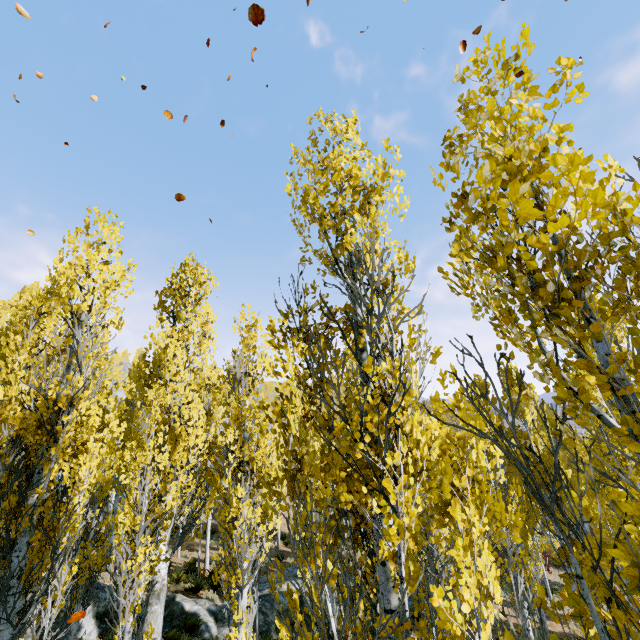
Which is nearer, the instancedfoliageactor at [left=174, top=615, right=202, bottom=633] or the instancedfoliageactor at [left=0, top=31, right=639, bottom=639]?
the instancedfoliageactor at [left=0, top=31, right=639, bottom=639]

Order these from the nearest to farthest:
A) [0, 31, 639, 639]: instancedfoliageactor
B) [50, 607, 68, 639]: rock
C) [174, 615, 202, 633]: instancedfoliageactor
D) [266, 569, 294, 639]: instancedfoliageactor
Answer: [0, 31, 639, 639]: instancedfoliageactor < [266, 569, 294, 639]: instancedfoliageactor < [50, 607, 68, 639]: rock < [174, 615, 202, 633]: instancedfoliageactor

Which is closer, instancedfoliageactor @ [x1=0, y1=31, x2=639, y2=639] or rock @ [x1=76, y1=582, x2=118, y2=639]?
instancedfoliageactor @ [x1=0, y1=31, x2=639, y2=639]

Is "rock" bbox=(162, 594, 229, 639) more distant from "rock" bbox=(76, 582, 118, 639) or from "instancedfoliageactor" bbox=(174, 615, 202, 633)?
"instancedfoliageactor" bbox=(174, 615, 202, 633)

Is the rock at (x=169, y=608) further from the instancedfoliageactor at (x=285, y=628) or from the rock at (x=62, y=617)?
the instancedfoliageactor at (x=285, y=628)

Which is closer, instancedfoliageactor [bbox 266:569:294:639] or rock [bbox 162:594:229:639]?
instancedfoliageactor [bbox 266:569:294:639]

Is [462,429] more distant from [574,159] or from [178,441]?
[178,441]

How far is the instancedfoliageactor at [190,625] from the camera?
11.7m
